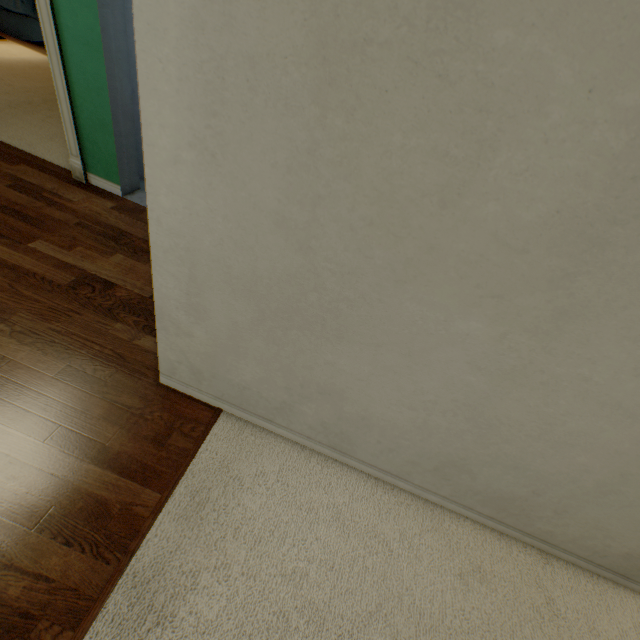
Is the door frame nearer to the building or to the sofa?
the building

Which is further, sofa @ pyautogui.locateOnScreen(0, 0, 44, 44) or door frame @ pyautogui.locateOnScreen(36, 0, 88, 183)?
sofa @ pyautogui.locateOnScreen(0, 0, 44, 44)

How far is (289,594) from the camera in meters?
1.1

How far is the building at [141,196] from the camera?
2.41m

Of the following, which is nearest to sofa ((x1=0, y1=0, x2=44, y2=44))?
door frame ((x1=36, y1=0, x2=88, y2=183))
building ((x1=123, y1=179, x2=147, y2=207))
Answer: door frame ((x1=36, y1=0, x2=88, y2=183))

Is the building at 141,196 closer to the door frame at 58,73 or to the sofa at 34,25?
the door frame at 58,73

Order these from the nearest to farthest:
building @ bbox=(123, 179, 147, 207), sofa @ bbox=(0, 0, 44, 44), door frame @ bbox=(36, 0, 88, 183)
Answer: door frame @ bbox=(36, 0, 88, 183), building @ bbox=(123, 179, 147, 207), sofa @ bbox=(0, 0, 44, 44)

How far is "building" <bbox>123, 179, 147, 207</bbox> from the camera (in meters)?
2.41
